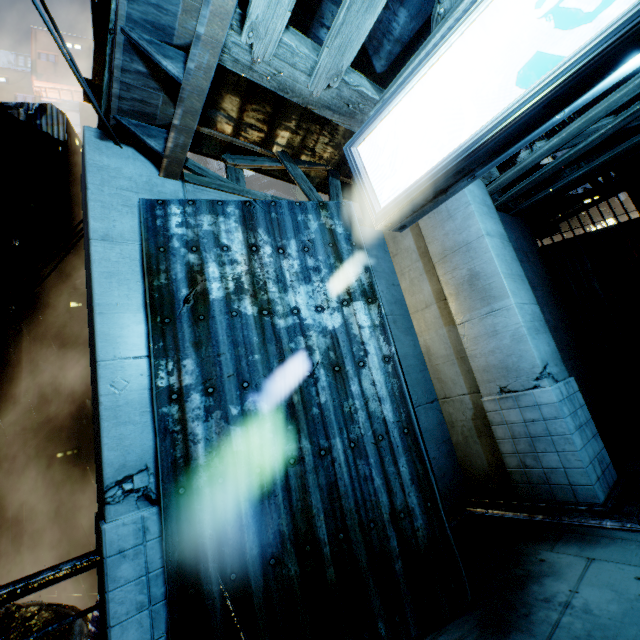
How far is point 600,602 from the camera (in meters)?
3.12

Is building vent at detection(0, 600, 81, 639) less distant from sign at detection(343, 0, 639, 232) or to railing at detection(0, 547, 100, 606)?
railing at detection(0, 547, 100, 606)

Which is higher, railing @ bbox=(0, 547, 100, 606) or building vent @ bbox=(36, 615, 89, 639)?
railing @ bbox=(0, 547, 100, 606)

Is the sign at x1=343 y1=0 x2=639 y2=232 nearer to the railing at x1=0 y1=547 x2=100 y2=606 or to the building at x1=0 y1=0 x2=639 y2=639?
the building at x1=0 y1=0 x2=639 y2=639

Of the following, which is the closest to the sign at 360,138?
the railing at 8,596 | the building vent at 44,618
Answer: the railing at 8,596

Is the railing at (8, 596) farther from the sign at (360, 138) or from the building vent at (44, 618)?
the building vent at (44, 618)

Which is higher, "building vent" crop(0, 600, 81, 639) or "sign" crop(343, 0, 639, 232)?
"sign" crop(343, 0, 639, 232)

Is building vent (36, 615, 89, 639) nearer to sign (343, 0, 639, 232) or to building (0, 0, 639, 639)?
building (0, 0, 639, 639)
